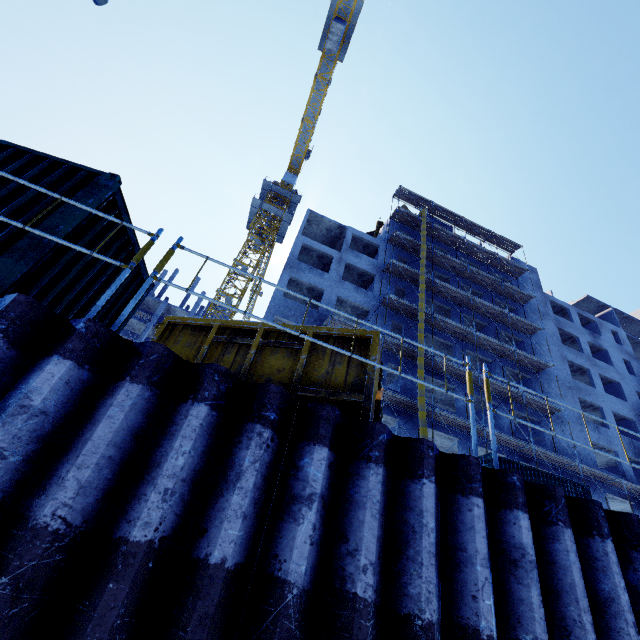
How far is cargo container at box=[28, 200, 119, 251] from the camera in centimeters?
384cm

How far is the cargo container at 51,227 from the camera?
3.8 meters

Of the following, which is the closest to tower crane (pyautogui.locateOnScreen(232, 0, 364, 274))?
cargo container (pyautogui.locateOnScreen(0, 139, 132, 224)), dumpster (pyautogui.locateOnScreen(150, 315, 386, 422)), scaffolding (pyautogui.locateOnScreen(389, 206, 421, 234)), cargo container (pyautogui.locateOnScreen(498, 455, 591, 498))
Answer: scaffolding (pyautogui.locateOnScreen(389, 206, 421, 234))

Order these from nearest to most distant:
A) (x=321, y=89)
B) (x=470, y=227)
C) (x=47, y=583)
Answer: (x=47, y=583) < (x=470, y=227) < (x=321, y=89)

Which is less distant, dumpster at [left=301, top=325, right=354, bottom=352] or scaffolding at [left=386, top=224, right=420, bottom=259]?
dumpster at [left=301, top=325, right=354, bottom=352]

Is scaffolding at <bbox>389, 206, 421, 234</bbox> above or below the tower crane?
below

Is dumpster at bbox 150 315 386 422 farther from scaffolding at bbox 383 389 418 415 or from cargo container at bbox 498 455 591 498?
cargo container at bbox 498 455 591 498

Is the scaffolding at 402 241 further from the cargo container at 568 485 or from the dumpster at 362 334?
the dumpster at 362 334
